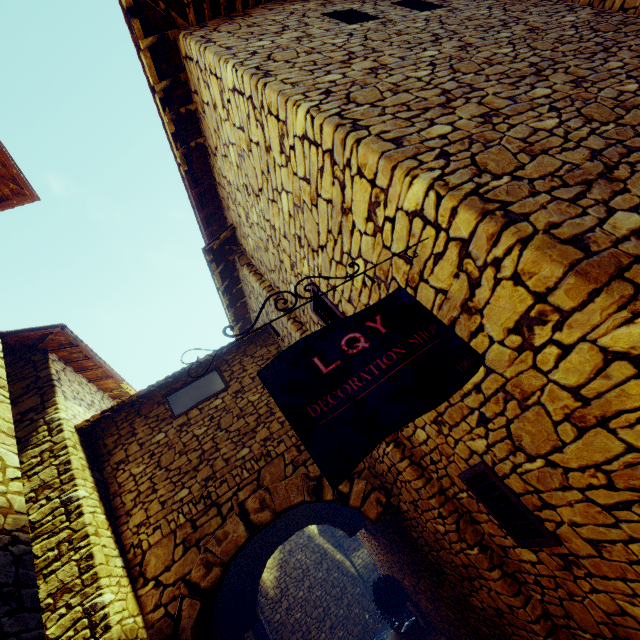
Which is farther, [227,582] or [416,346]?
[227,582]

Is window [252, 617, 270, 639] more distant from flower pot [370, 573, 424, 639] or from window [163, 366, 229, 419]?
window [163, 366, 229, 419]

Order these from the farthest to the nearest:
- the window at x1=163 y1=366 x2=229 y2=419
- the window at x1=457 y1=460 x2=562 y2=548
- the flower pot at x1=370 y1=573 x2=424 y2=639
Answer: the flower pot at x1=370 y1=573 x2=424 y2=639, the window at x1=163 y1=366 x2=229 y2=419, the window at x1=457 y1=460 x2=562 y2=548

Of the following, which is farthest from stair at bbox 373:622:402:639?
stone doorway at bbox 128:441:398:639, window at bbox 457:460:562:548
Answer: window at bbox 457:460:562:548

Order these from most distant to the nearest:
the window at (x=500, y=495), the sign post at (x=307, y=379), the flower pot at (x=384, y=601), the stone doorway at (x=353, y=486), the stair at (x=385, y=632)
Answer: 1. the stair at (x=385, y=632)
2. the flower pot at (x=384, y=601)
3. the stone doorway at (x=353, y=486)
4. the window at (x=500, y=495)
5. the sign post at (x=307, y=379)

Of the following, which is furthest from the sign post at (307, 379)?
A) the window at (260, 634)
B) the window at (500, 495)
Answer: the window at (260, 634)

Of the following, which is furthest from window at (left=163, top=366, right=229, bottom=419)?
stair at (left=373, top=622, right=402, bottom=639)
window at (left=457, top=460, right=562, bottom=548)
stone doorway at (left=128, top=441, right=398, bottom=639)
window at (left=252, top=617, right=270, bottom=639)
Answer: stair at (left=373, top=622, right=402, bottom=639)

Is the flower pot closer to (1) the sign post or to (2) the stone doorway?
(2) the stone doorway
